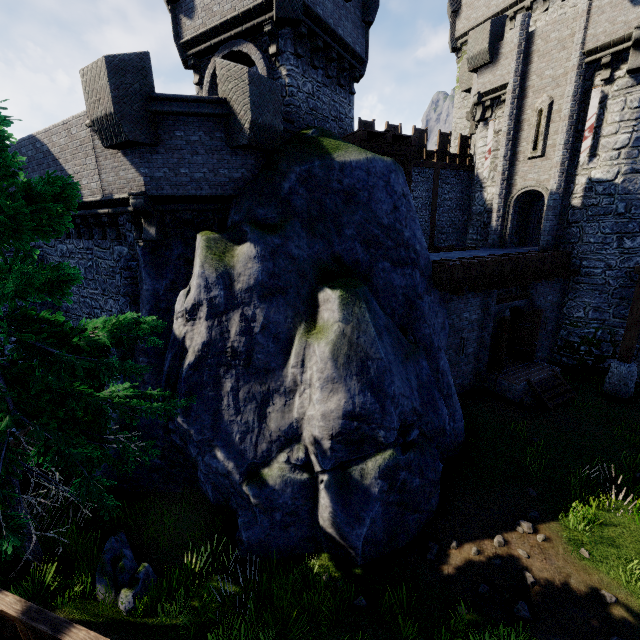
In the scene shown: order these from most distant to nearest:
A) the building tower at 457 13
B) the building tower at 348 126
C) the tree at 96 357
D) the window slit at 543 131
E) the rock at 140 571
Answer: the building tower at 457 13 < the window slit at 543 131 < the building tower at 348 126 < the rock at 140 571 < the tree at 96 357

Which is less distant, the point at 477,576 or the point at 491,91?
the point at 477,576

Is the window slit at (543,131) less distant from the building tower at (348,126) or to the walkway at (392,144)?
the walkway at (392,144)

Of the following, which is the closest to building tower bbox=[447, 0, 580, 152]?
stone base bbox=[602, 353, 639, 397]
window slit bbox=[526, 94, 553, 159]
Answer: window slit bbox=[526, 94, 553, 159]

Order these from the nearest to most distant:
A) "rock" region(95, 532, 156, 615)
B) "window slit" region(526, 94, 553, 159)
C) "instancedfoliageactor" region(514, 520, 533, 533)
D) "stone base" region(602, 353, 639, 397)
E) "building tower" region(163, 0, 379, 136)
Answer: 1. "rock" region(95, 532, 156, 615)
2. "instancedfoliageactor" region(514, 520, 533, 533)
3. "building tower" region(163, 0, 379, 136)
4. "stone base" region(602, 353, 639, 397)
5. "window slit" region(526, 94, 553, 159)

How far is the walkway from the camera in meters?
12.9

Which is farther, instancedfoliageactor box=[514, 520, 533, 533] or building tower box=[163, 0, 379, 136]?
building tower box=[163, 0, 379, 136]

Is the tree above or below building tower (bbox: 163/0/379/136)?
below
